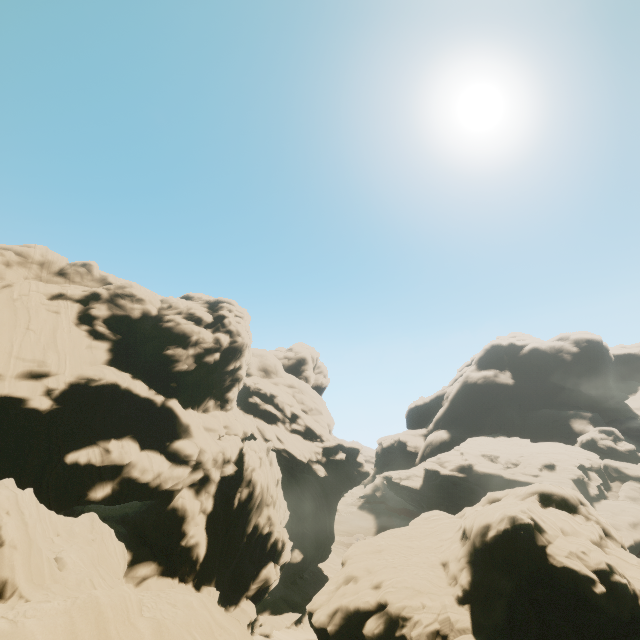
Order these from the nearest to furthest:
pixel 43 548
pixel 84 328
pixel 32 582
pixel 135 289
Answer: pixel 32 582
pixel 43 548
pixel 84 328
pixel 135 289
